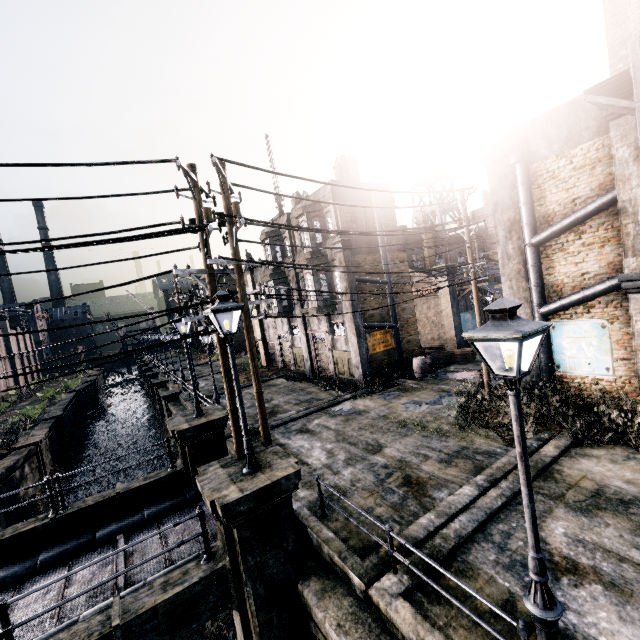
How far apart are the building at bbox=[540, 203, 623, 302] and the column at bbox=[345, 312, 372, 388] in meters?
9.6 m

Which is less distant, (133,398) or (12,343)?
(12,343)

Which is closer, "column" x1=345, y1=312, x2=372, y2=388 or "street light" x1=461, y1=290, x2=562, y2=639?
"street light" x1=461, y1=290, x2=562, y2=639

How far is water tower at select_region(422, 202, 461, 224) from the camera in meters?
36.5

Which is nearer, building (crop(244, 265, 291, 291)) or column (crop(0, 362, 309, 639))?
column (crop(0, 362, 309, 639))

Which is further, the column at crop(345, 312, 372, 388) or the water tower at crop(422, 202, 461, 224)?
the water tower at crop(422, 202, 461, 224)

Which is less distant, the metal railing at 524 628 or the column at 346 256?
the metal railing at 524 628

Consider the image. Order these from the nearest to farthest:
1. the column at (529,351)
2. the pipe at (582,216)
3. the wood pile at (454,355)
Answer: the pipe at (582,216) → the column at (529,351) → the wood pile at (454,355)
